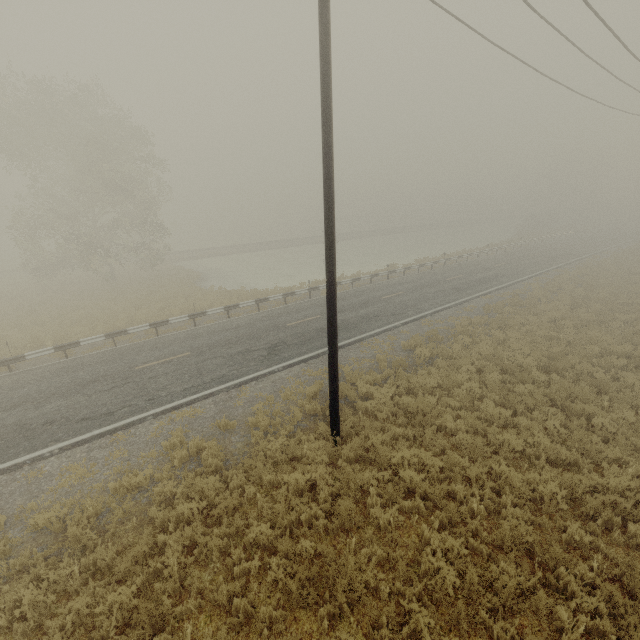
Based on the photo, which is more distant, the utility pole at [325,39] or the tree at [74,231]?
the tree at [74,231]

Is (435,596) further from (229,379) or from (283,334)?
(283,334)

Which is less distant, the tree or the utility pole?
the utility pole
